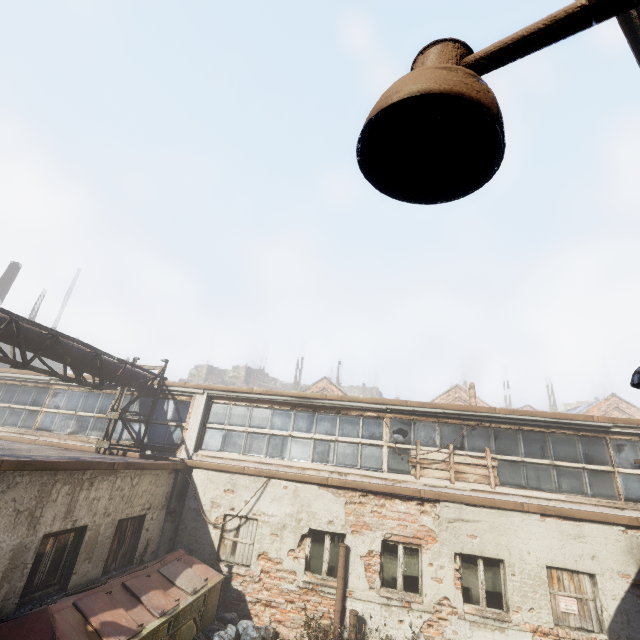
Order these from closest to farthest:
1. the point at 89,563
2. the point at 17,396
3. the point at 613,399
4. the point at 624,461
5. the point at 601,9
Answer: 1. the point at 601,9
2. the point at 89,563
3. the point at 624,461
4. the point at 17,396
5. the point at 613,399

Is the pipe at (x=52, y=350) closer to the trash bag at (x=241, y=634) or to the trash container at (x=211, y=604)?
the trash container at (x=211, y=604)

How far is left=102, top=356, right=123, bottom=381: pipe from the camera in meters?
9.6 m

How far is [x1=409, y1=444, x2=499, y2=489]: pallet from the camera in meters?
9.0 m

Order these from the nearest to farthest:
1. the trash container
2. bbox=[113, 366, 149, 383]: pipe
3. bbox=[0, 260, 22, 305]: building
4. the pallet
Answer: the trash container, the pallet, bbox=[113, 366, 149, 383]: pipe, bbox=[0, 260, 22, 305]: building

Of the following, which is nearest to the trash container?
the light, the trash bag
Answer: the trash bag

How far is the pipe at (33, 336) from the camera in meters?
7.4 m
